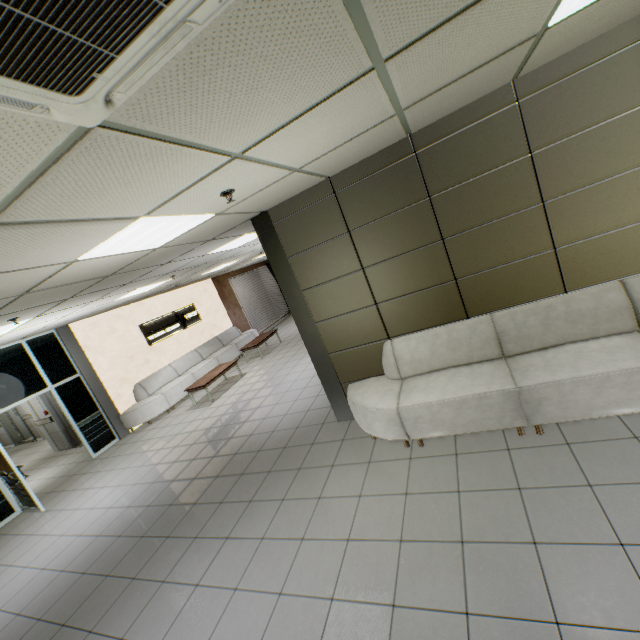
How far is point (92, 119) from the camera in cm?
115

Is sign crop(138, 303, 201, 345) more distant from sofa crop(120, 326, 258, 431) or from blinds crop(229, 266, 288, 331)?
blinds crop(229, 266, 288, 331)

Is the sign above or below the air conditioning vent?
below

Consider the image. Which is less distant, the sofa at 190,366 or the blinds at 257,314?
the sofa at 190,366

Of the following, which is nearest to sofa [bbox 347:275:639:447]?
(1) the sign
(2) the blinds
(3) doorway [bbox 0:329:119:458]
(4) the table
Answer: (4) the table

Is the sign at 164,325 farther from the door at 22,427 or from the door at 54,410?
the door at 22,427

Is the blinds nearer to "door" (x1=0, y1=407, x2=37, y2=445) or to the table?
the table

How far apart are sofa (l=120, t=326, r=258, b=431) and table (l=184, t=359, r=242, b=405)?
0.8m
